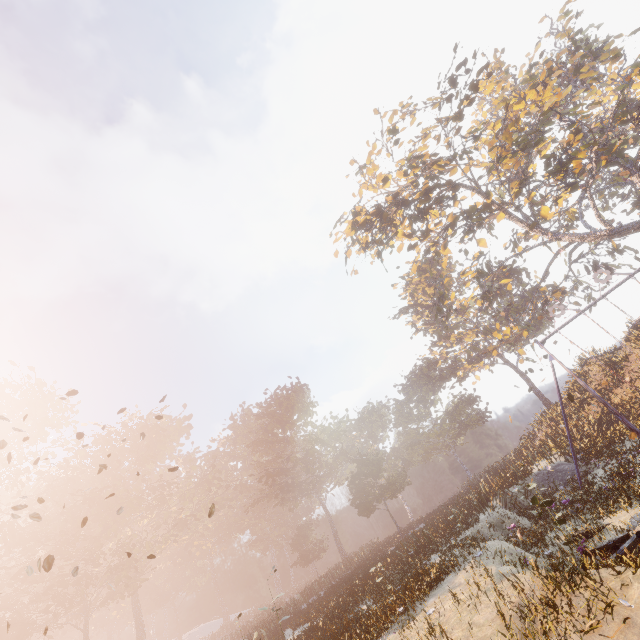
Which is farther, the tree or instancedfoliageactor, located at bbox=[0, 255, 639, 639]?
the tree

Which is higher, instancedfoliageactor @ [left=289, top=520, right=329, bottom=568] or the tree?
the tree

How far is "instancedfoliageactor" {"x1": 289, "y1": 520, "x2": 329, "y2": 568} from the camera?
47.7m

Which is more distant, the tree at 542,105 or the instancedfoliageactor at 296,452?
the tree at 542,105

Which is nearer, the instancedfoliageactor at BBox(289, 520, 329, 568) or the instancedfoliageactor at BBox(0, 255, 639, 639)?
the instancedfoliageactor at BBox(0, 255, 639, 639)

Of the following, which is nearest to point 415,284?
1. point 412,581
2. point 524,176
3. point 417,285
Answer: point 417,285

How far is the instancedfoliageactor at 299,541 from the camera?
47.72m

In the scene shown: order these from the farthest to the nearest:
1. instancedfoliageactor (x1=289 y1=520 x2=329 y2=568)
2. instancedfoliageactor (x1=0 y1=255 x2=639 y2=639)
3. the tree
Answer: instancedfoliageactor (x1=289 y1=520 x2=329 y2=568) → the tree → instancedfoliageactor (x1=0 y1=255 x2=639 y2=639)
